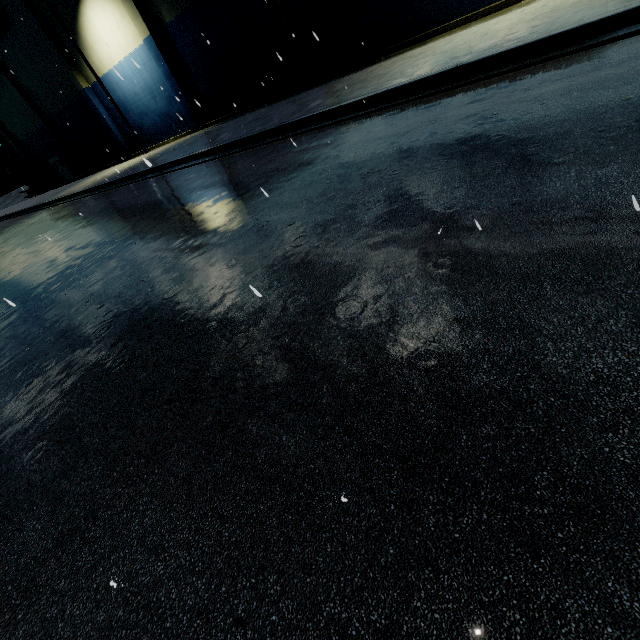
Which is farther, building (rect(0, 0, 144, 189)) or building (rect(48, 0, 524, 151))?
building (rect(0, 0, 144, 189))

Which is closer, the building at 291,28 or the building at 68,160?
the building at 291,28

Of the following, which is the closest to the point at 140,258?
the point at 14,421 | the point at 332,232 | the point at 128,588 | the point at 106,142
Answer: the point at 14,421
